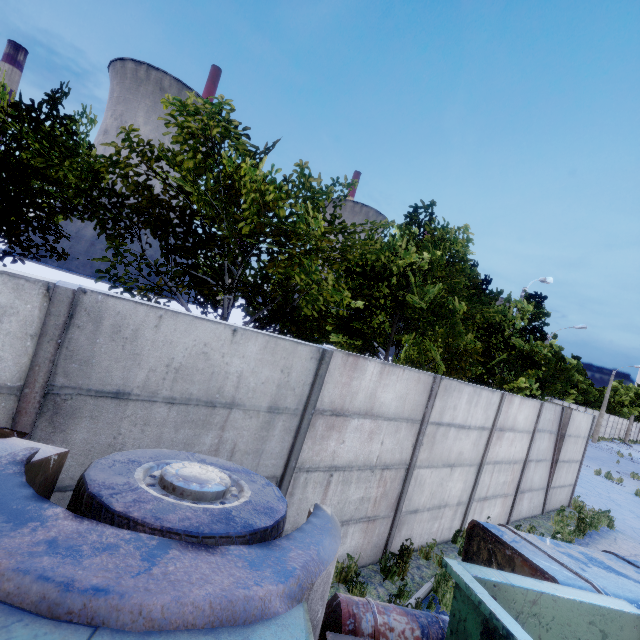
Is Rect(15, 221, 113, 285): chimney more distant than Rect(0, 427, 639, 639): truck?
Yes

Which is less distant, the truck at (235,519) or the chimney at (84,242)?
the truck at (235,519)

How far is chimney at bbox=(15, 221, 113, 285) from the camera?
56.50m

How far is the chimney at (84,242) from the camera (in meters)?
56.50

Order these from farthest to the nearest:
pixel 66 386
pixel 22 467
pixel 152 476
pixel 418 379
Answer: pixel 418 379
pixel 66 386
pixel 152 476
pixel 22 467
